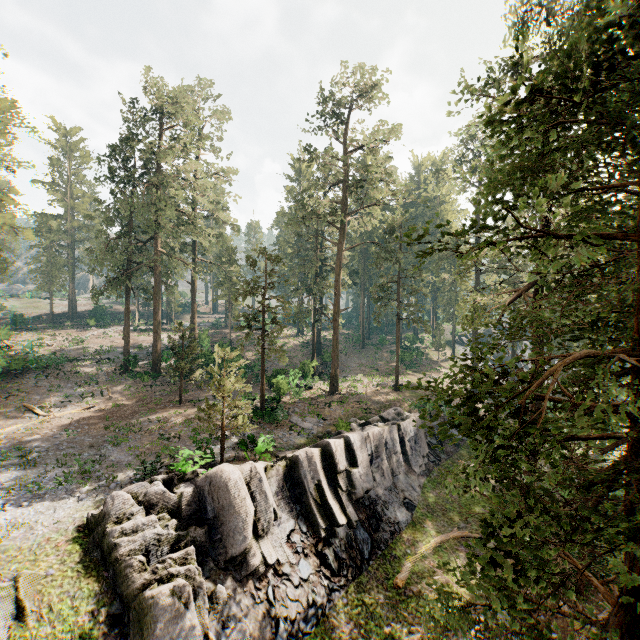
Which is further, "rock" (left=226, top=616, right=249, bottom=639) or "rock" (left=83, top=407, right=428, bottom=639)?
"rock" (left=226, top=616, right=249, bottom=639)

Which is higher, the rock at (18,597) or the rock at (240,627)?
the rock at (18,597)

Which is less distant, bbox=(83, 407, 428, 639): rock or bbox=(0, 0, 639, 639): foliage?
bbox=(0, 0, 639, 639): foliage

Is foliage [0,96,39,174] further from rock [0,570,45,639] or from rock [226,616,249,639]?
rock [226,616,249,639]

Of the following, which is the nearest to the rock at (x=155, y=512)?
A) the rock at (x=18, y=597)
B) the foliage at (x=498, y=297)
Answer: the rock at (x=18, y=597)

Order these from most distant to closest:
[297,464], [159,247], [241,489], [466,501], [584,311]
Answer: [159,247], [466,501], [297,464], [241,489], [584,311]

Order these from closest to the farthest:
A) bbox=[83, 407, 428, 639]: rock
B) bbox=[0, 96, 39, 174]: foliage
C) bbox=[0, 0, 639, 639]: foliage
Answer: bbox=[0, 0, 639, 639]: foliage → bbox=[83, 407, 428, 639]: rock → bbox=[0, 96, 39, 174]: foliage
